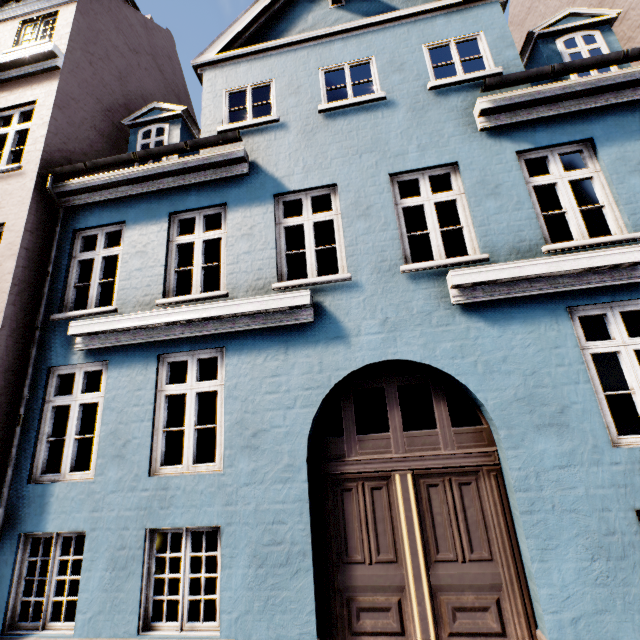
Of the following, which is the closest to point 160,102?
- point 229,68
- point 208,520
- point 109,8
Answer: point 109,8
